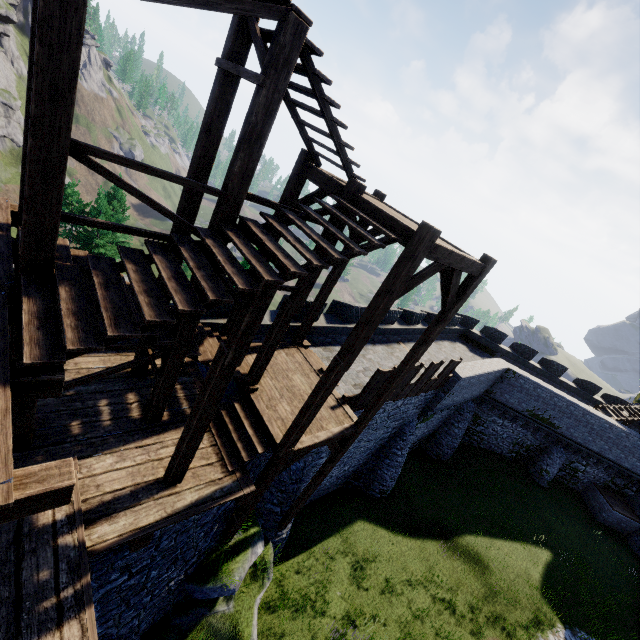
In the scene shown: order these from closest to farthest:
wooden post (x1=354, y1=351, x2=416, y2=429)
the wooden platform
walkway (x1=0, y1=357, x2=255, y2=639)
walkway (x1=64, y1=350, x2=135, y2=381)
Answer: the wooden platform, walkway (x1=0, y1=357, x2=255, y2=639), walkway (x1=64, y1=350, x2=135, y2=381), wooden post (x1=354, y1=351, x2=416, y2=429)

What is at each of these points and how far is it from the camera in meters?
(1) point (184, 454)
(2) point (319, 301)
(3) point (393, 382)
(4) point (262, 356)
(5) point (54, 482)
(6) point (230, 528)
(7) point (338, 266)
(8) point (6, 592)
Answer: (1) wooden post, 6.1 m
(2) wooden post, 11.1 m
(3) wooden post, 8.9 m
(4) wooden post, 8.2 m
(5) wooden platform, 2.8 m
(6) wooden post, 9.1 m
(7) stairs, 10.5 m
(8) walkway, 4.4 m

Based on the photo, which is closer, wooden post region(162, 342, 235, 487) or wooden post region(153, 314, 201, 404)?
wooden post region(162, 342, 235, 487)

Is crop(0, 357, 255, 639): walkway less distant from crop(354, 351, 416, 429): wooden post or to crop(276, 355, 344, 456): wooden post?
crop(276, 355, 344, 456): wooden post

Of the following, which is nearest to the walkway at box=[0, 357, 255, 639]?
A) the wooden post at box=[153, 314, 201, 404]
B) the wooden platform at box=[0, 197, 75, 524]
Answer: the wooden post at box=[153, 314, 201, 404]

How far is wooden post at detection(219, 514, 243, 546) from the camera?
8.96m

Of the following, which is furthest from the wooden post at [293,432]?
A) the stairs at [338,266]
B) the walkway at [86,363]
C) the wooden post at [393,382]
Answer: the wooden post at [393,382]

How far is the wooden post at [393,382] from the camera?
8.65m
